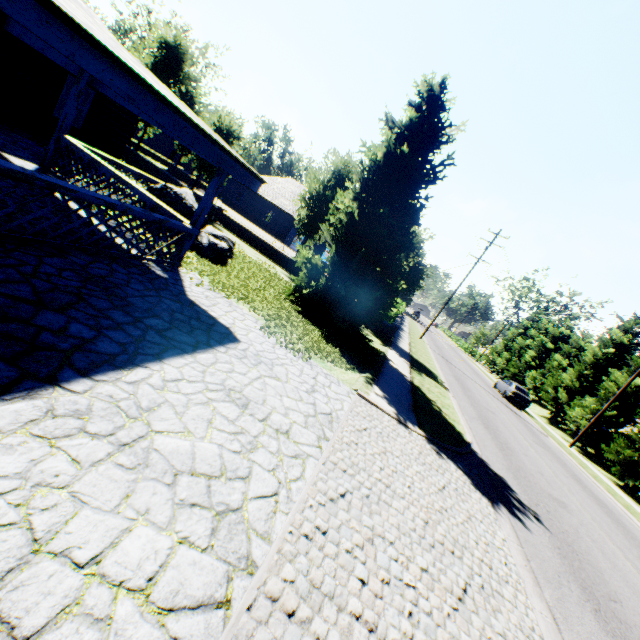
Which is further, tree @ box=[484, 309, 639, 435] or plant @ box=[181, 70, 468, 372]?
tree @ box=[484, 309, 639, 435]

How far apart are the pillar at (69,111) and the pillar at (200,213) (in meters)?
4.79

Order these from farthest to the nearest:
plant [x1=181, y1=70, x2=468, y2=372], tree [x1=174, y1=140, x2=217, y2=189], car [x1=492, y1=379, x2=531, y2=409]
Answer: car [x1=492, y1=379, x2=531, y2=409], tree [x1=174, y1=140, x2=217, y2=189], plant [x1=181, y1=70, x2=468, y2=372]

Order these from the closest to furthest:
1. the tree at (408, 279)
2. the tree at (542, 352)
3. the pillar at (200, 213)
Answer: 1. the pillar at (200, 213)
2. the tree at (408, 279)
3. the tree at (542, 352)

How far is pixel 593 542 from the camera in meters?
7.9

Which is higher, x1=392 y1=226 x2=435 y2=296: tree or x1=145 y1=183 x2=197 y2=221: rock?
x1=392 y1=226 x2=435 y2=296: tree

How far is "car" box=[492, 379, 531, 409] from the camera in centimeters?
2686cm
